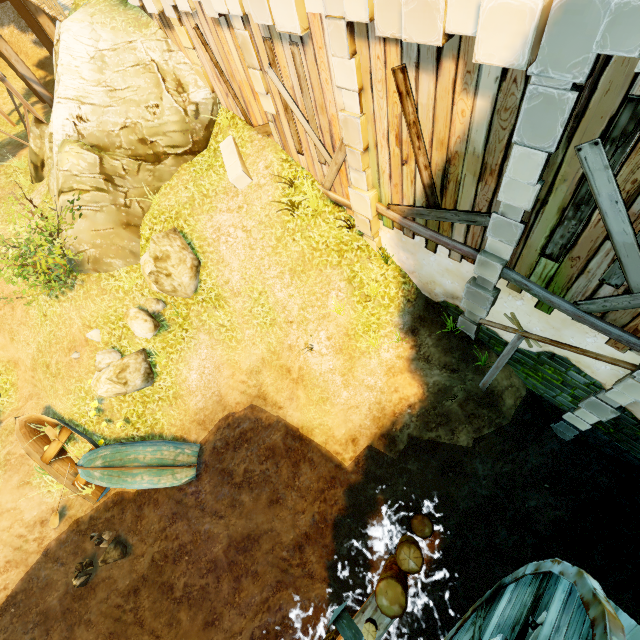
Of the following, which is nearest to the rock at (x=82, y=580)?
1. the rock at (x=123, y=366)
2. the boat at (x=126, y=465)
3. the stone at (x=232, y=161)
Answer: the boat at (x=126, y=465)

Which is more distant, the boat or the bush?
the boat

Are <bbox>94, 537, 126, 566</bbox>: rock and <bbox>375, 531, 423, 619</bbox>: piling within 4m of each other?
no

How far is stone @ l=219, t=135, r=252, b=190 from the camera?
9.55m

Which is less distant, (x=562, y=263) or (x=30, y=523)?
(x=562, y=263)

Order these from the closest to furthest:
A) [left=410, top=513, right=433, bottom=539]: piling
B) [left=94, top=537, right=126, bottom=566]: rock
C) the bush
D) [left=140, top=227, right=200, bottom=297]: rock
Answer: [left=410, top=513, right=433, bottom=539]: piling
the bush
[left=140, top=227, right=200, bottom=297]: rock
[left=94, top=537, right=126, bottom=566]: rock

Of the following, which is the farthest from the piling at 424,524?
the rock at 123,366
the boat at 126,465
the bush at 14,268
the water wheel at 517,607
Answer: the bush at 14,268

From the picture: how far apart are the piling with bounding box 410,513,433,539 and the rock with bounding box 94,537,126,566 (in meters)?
7.91
